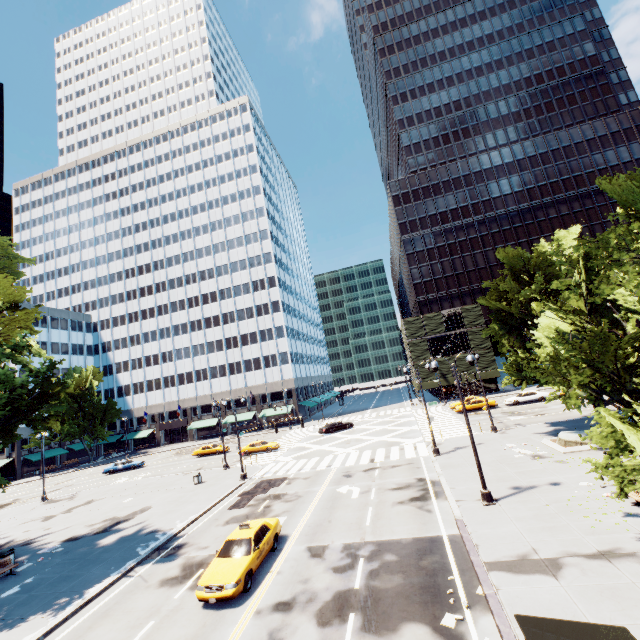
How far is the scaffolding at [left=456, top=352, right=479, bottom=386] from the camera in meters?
54.4 m

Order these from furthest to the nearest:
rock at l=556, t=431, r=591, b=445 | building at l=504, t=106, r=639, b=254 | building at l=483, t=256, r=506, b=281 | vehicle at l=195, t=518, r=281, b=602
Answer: building at l=483, t=256, r=506, b=281, building at l=504, t=106, r=639, b=254, rock at l=556, t=431, r=591, b=445, vehicle at l=195, t=518, r=281, b=602

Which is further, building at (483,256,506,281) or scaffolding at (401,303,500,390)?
building at (483,256,506,281)

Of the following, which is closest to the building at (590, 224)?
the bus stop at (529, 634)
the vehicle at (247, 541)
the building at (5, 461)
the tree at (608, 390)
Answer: the building at (5, 461)

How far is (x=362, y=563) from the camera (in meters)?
13.02

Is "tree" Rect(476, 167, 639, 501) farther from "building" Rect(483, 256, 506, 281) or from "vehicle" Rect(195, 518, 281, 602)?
"building" Rect(483, 256, 506, 281)

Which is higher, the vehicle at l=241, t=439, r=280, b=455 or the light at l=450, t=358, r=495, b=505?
the vehicle at l=241, t=439, r=280, b=455

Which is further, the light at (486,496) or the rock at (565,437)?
the rock at (565,437)
